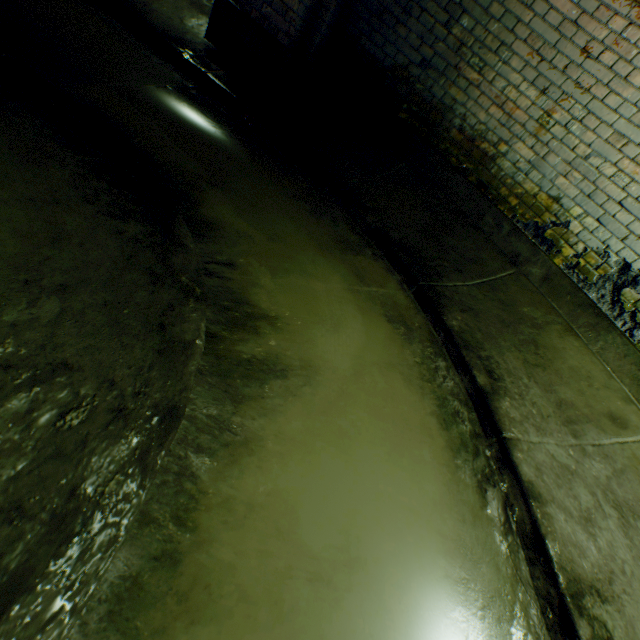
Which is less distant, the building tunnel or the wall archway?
the building tunnel

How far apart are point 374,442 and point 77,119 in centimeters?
199cm

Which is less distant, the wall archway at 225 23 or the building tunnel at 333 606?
the building tunnel at 333 606
